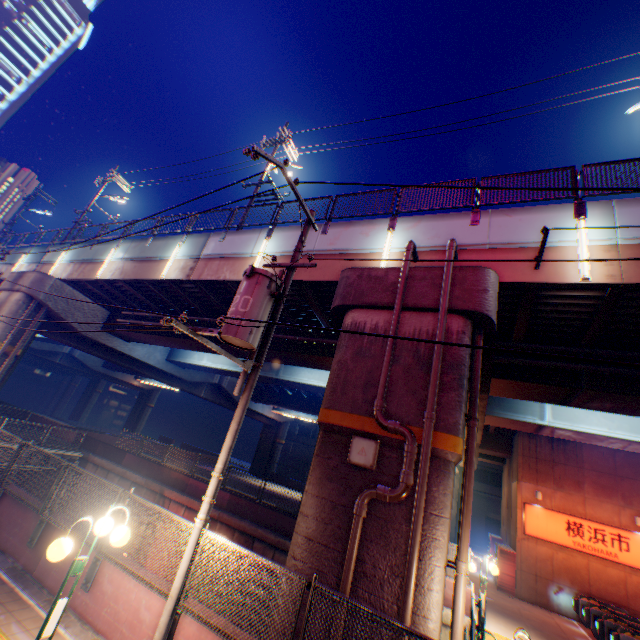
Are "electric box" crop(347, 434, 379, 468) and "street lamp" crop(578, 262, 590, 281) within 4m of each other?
no

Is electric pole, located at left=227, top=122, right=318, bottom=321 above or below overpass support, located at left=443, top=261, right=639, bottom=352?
below

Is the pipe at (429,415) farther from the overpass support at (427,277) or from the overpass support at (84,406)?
the overpass support at (84,406)

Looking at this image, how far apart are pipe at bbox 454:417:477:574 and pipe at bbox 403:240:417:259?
0.88m

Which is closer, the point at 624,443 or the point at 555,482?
the point at 624,443

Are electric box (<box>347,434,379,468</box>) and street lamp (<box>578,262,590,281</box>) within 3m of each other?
no

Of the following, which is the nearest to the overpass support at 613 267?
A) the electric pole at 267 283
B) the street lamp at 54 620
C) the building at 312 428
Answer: the electric pole at 267 283
